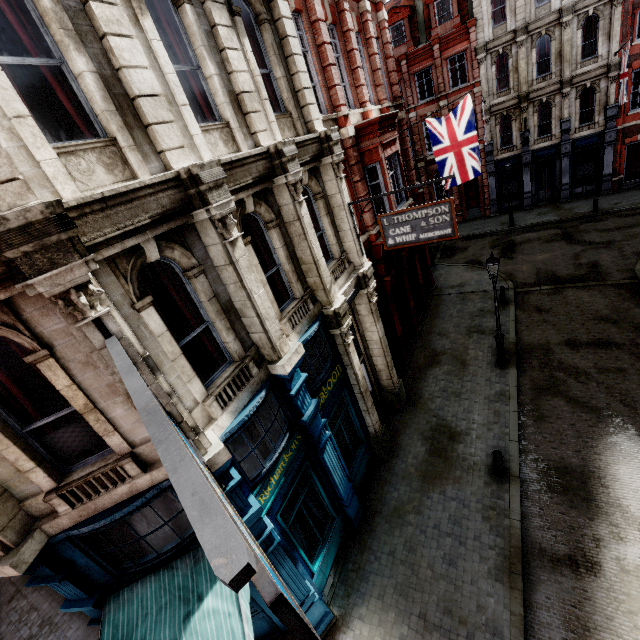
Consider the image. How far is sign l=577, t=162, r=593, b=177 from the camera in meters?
24.3

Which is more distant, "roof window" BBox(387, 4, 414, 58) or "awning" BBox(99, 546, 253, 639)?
"roof window" BBox(387, 4, 414, 58)

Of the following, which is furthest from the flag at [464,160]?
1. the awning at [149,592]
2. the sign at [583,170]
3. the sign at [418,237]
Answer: the sign at [583,170]

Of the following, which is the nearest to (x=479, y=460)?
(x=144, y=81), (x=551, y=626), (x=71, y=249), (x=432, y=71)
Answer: (x=551, y=626)

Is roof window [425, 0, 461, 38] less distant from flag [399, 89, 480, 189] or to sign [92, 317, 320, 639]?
flag [399, 89, 480, 189]

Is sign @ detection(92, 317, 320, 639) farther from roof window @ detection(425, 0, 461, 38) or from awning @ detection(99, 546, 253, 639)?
roof window @ detection(425, 0, 461, 38)

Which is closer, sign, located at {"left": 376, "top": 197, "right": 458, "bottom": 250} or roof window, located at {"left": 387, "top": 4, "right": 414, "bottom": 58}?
sign, located at {"left": 376, "top": 197, "right": 458, "bottom": 250}

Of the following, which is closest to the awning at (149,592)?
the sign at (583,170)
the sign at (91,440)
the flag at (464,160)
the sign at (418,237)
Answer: the sign at (418,237)
